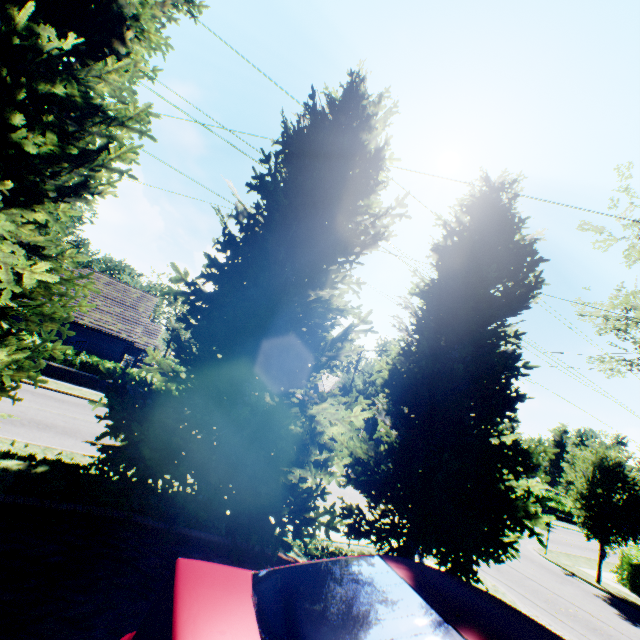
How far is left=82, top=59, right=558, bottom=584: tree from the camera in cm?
507

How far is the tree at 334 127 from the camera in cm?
507

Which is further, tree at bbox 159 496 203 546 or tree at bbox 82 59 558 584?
tree at bbox 82 59 558 584

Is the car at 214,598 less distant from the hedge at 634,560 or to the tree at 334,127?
the tree at 334,127

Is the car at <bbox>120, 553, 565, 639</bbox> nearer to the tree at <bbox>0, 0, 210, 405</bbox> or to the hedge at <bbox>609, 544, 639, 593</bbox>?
the tree at <bbox>0, 0, 210, 405</bbox>

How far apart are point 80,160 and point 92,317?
20.4 meters
